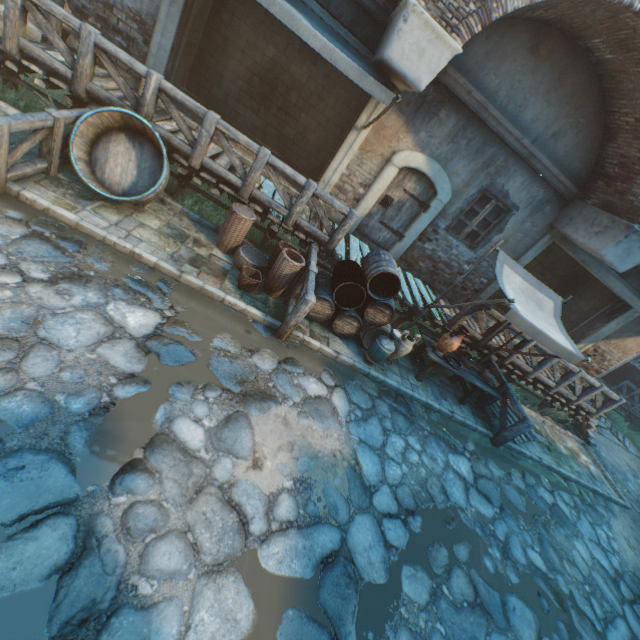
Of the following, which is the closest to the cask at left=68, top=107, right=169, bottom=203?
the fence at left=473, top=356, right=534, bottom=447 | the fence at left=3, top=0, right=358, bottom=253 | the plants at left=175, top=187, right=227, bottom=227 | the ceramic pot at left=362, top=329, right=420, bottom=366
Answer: the fence at left=3, top=0, right=358, bottom=253

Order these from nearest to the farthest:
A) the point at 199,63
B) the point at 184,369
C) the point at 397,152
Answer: the point at 184,369 < the point at 397,152 < the point at 199,63

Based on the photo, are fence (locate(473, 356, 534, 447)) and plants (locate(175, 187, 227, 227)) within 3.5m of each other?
no

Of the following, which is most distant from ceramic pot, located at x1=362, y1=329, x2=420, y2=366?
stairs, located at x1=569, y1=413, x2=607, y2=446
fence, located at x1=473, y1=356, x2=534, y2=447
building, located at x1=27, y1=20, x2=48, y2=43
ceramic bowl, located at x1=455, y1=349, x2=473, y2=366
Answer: building, located at x1=27, y1=20, x2=48, y2=43

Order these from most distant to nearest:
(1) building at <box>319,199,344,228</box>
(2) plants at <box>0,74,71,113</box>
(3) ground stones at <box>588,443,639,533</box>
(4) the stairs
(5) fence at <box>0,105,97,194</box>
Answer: (4) the stairs, (3) ground stones at <box>588,443,639,533</box>, (1) building at <box>319,199,344,228</box>, (2) plants at <box>0,74,71,113</box>, (5) fence at <box>0,105,97,194</box>

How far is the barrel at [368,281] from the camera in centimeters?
598cm

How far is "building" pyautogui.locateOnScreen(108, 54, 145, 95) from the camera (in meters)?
6.73

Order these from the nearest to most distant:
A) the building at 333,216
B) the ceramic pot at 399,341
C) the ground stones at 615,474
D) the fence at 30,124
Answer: the fence at 30,124 < the ceramic pot at 399,341 < the building at 333,216 < the ground stones at 615,474
